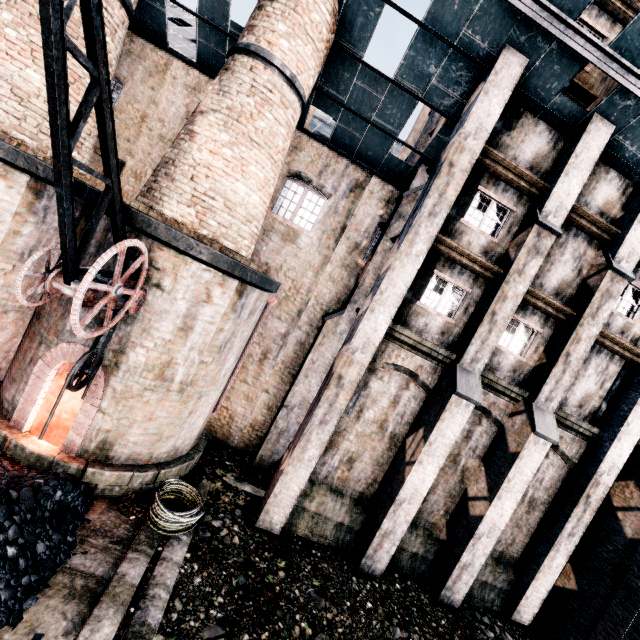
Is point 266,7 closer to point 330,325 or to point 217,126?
point 217,126

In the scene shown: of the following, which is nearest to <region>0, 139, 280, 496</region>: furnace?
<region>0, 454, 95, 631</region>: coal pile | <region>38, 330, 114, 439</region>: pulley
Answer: <region>0, 454, 95, 631</region>: coal pile

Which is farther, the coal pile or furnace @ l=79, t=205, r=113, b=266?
furnace @ l=79, t=205, r=113, b=266

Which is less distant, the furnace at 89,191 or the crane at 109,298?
the crane at 109,298

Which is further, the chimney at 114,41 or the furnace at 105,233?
the chimney at 114,41

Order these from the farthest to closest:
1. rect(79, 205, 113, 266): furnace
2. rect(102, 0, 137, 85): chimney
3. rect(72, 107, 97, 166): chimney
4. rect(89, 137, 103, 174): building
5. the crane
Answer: rect(89, 137, 103, 174): building < rect(72, 107, 97, 166): chimney < rect(102, 0, 137, 85): chimney < rect(79, 205, 113, 266): furnace < the crane

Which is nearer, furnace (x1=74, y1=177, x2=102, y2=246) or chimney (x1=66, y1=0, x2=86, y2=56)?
furnace (x1=74, y1=177, x2=102, y2=246)

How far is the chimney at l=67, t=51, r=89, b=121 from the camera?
9.5m
